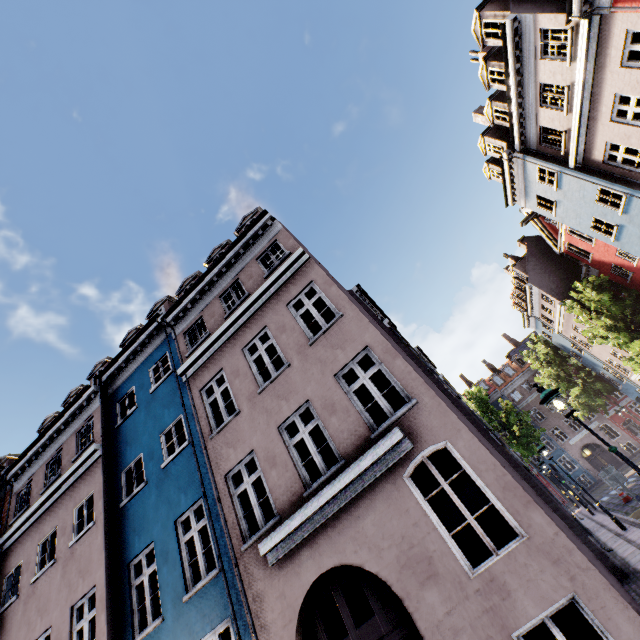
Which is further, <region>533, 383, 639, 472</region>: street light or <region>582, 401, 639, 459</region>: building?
<region>582, 401, 639, 459</region>: building

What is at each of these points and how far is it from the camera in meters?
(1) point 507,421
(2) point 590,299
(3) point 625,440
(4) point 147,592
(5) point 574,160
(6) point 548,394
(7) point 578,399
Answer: (1) tree, 33.3 m
(2) tree, 21.8 m
(3) building, 36.0 m
(4) building, 8.3 m
(5) building, 13.9 m
(6) street light, 6.7 m
(7) tree, 30.2 m

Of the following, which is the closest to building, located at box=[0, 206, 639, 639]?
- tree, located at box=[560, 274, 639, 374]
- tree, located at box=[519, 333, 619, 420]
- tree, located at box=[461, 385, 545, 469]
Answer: tree, located at box=[461, 385, 545, 469]

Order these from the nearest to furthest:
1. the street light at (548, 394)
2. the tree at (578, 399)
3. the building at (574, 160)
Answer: the street light at (548, 394) → the building at (574, 160) → the tree at (578, 399)

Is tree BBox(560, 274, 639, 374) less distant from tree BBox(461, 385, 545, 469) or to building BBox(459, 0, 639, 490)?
building BBox(459, 0, 639, 490)

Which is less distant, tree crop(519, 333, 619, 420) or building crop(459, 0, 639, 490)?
building crop(459, 0, 639, 490)

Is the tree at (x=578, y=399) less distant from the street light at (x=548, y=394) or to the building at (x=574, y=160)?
the building at (x=574, y=160)

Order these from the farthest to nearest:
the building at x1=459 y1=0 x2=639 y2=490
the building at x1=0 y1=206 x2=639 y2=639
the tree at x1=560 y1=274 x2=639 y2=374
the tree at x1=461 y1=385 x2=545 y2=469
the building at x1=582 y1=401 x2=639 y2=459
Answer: the building at x1=582 y1=401 x2=639 y2=459
the tree at x1=461 y1=385 x2=545 y2=469
the tree at x1=560 y1=274 x2=639 y2=374
the building at x1=459 y1=0 x2=639 y2=490
the building at x1=0 y1=206 x2=639 y2=639
